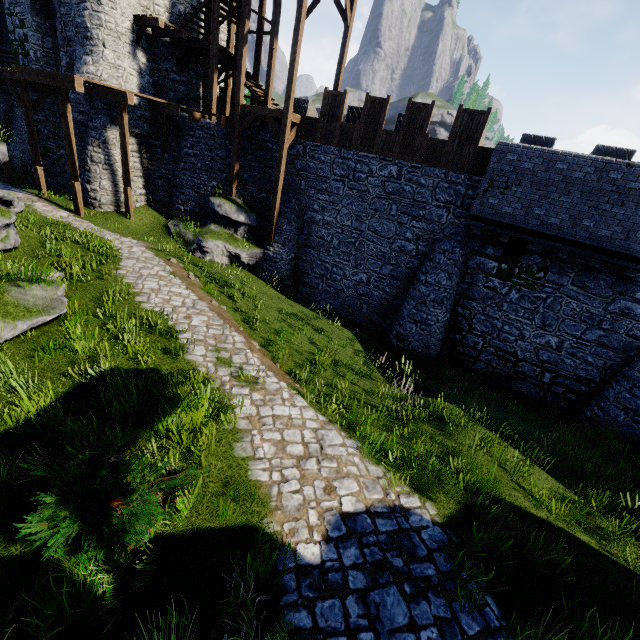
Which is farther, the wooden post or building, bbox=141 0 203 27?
building, bbox=141 0 203 27

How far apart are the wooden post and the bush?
16.3m

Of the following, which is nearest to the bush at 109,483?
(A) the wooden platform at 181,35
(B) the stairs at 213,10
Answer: (B) the stairs at 213,10

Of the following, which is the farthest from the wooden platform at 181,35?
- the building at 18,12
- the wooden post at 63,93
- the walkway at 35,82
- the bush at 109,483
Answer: the bush at 109,483

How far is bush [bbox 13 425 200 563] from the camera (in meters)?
3.28

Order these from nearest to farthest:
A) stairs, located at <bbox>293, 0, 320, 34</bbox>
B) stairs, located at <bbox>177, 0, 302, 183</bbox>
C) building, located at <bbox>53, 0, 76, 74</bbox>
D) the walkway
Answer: stairs, located at <bbox>293, 0, 320, 34</bbox> < the walkway < stairs, located at <bbox>177, 0, 302, 183</bbox> < building, located at <bbox>53, 0, 76, 74</bbox>

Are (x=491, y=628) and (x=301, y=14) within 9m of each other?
no

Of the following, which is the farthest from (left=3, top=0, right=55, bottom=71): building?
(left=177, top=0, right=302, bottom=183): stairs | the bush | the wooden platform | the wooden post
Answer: the bush
